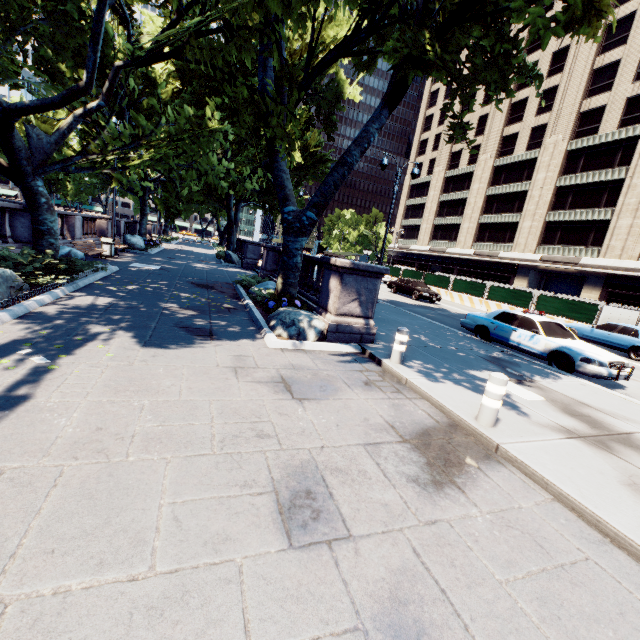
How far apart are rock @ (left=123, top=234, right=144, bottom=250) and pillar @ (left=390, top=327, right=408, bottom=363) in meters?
23.2 m

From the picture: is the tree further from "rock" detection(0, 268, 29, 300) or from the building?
the building

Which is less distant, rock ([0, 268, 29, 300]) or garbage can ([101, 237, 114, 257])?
rock ([0, 268, 29, 300])

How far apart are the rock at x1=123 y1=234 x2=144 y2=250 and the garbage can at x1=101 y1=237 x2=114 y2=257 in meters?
6.0 m

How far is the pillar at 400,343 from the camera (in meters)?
7.21

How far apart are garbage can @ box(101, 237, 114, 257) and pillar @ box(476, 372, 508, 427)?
19.6 meters

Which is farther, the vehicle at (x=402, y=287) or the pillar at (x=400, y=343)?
the vehicle at (x=402, y=287)

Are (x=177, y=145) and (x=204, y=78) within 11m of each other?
no
